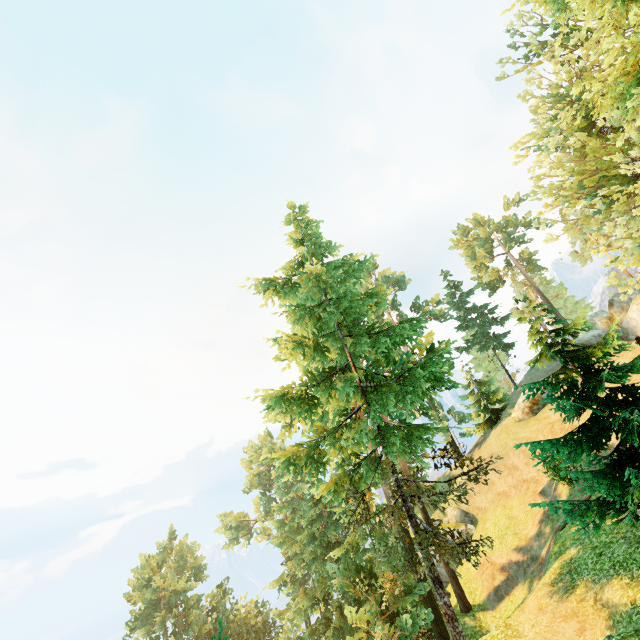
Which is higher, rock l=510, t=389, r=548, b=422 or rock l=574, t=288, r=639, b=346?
rock l=574, t=288, r=639, b=346

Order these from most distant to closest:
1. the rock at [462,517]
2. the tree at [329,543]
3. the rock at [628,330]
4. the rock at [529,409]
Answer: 1. the rock at [462,517]
2. the rock at [529,409]
3. the rock at [628,330]
4. the tree at [329,543]

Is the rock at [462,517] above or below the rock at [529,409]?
below

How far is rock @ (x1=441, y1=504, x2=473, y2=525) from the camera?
32.12m

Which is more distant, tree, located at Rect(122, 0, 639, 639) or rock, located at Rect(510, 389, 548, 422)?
rock, located at Rect(510, 389, 548, 422)

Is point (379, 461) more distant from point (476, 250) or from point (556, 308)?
point (556, 308)

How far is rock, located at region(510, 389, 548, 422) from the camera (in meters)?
31.00

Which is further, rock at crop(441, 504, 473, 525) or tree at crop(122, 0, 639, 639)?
rock at crop(441, 504, 473, 525)
